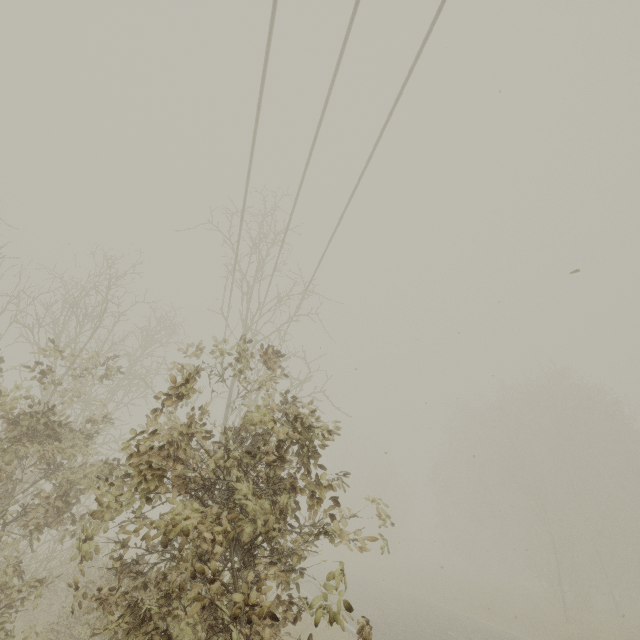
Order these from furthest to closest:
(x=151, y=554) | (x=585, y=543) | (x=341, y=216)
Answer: (x=151, y=554) → (x=585, y=543) → (x=341, y=216)
